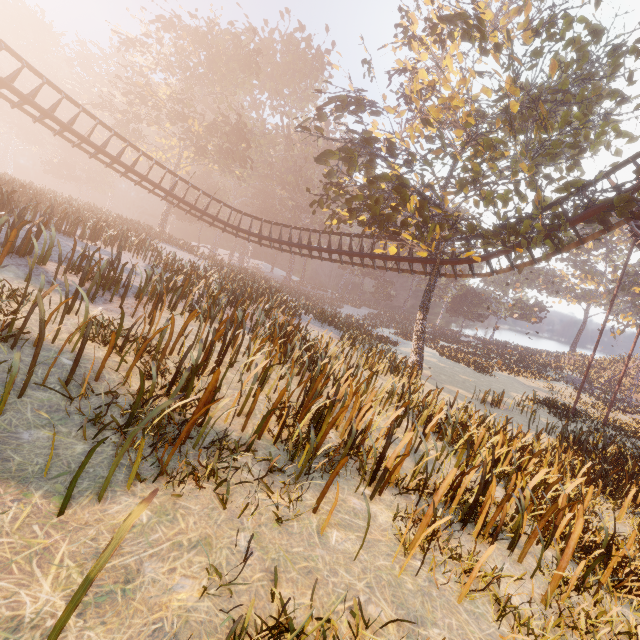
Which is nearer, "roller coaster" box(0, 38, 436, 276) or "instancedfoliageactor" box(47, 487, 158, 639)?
"instancedfoliageactor" box(47, 487, 158, 639)

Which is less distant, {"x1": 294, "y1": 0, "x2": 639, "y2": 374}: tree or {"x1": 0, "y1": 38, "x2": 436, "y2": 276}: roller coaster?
{"x1": 294, "y1": 0, "x2": 639, "y2": 374}: tree

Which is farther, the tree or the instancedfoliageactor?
the tree

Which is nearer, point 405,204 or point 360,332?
point 405,204

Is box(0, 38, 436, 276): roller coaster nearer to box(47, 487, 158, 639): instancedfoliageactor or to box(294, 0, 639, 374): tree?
box(294, 0, 639, 374): tree

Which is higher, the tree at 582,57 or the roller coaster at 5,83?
the roller coaster at 5,83

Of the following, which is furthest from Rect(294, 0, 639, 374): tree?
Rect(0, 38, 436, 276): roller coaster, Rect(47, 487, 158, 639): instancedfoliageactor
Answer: Rect(47, 487, 158, 639): instancedfoliageactor

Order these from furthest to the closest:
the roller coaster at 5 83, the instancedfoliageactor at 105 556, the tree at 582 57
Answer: the roller coaster at 5 83 < the tree at 582 57 < the instancedfoliageactor at 105 556
